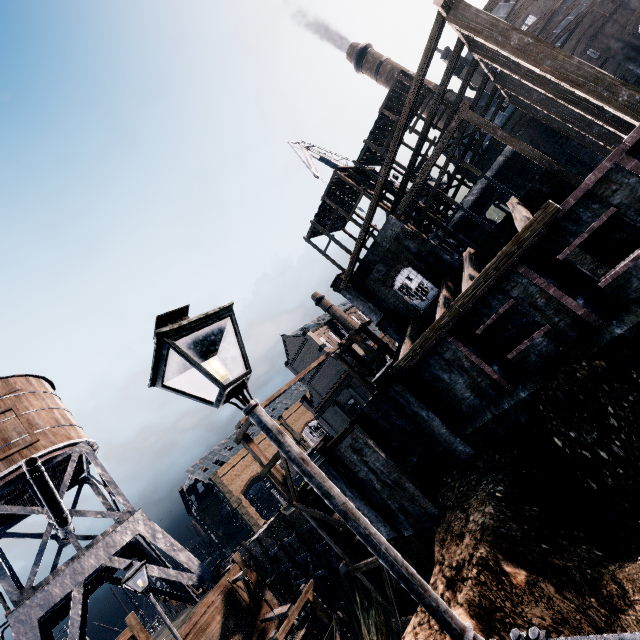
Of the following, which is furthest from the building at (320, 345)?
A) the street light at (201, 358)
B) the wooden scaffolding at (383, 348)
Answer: the street light at (201, 358)

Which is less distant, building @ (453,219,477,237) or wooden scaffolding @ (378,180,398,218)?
wooden scaffolding @ (378,180,398,218)

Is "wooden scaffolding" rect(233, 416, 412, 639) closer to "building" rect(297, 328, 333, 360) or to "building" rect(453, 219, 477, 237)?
"building" rect(453, 219, 477, 237)

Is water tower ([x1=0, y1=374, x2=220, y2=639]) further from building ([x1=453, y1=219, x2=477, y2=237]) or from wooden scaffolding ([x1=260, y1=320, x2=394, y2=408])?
building ([x1=453, y1=219, x2=477, y2=237])

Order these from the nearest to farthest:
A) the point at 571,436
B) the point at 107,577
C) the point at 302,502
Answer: the point at 571,436 < the point at 302,502 < the point at 107,577

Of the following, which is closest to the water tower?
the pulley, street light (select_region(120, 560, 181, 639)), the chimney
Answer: the pulley

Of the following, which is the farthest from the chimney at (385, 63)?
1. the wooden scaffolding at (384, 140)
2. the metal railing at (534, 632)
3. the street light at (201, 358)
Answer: the metal railing at (534, 632)

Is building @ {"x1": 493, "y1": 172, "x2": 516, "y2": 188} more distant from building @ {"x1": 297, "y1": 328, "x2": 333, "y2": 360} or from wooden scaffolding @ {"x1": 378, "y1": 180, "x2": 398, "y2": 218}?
building @ {"x1": 297, "y1": 328, "x2": 333, "y2": 360}
